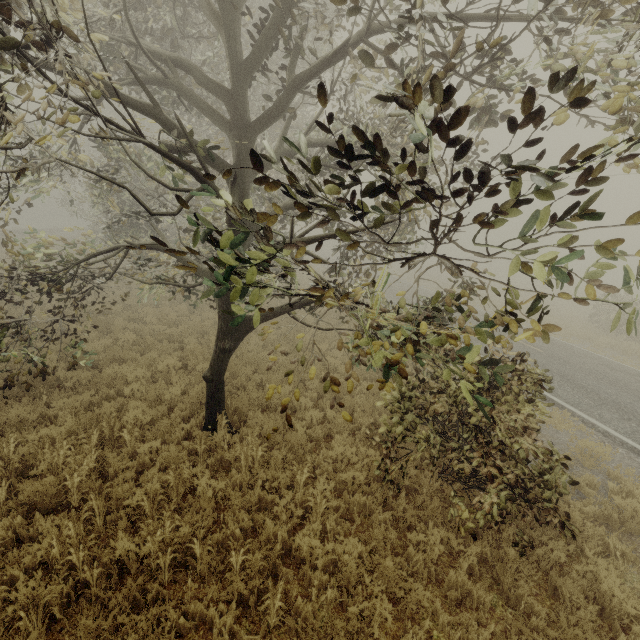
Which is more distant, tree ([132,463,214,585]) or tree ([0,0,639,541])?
tree ([132,463,214,585])

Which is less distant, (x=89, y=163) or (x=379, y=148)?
(x=379, y=148)

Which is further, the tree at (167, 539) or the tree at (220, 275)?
the tree at (167, 539)

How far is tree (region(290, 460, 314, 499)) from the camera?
5.65m

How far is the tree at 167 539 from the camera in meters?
4.2 m
